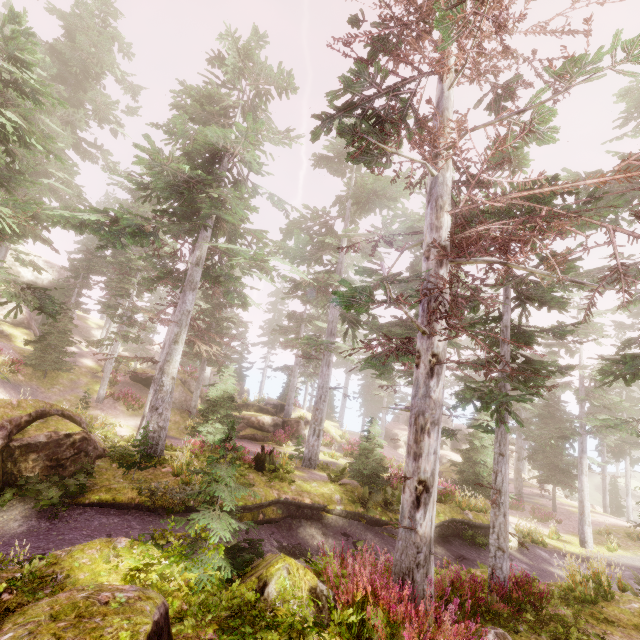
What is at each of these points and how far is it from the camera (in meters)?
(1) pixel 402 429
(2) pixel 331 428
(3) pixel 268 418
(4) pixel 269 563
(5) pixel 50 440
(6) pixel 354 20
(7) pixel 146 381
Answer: (1) rock, 43.75
(2) rock, 31.41
(3) rock, 26.30
(4) rock, 5.34
(5) rock, 10.41
(6) instancedfoliageactor, 8.03
(7) rock, 26.67

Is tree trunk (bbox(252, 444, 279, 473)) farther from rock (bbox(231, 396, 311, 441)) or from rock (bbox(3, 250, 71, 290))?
rock (bbox(3, 250, 71, 290))

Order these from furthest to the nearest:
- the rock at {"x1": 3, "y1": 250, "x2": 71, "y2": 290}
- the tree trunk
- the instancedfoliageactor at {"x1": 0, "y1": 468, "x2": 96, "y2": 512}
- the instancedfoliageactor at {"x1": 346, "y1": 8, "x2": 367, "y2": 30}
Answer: the rock at {"x1": 3, "y1": 250, "x2": 71, "y2": 290}
the tree trunk
the instancedfoliageactor at {"x1": 0, "y1": 468, "x2": 96, "y2": 512}
the instancedfoliageactor at {"x1": 346, "y1": 8, "x2": 367, "y2": 30}

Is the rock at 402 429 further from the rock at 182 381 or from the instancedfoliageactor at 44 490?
the rock at 182 381

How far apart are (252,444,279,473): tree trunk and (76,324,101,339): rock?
35.7 meters

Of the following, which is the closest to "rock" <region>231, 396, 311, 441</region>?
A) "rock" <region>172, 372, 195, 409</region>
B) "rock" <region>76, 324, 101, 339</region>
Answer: "rock" <region>172, 372, 195, 409</region>

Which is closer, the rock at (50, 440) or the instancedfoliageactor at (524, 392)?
the instancedfoliageactor at (524, 392)

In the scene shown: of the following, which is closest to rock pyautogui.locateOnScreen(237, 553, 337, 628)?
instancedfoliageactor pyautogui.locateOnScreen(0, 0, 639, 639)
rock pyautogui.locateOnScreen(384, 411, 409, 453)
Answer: instancedfoliageactor pyautogui.locateOnScreen(0, 0, 639, 639)
